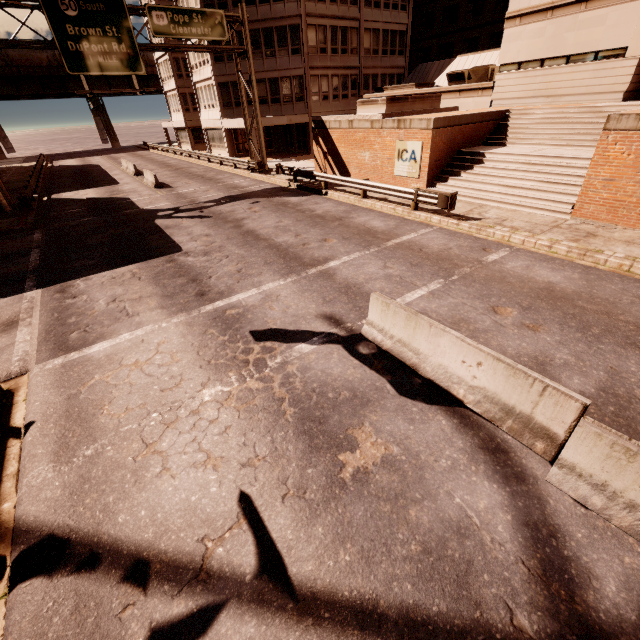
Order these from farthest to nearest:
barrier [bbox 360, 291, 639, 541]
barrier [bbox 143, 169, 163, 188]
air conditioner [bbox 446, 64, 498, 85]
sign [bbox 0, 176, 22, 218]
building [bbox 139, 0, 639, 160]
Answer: Result:
1. barrier [bbox 143, 169, 163, 188]
2. air conditioner [bbox 446, 64, 498, 85]
3. sign [bbox 0, 176, 22, 218]
4. building [bbox 139, 0, 639, 160]
5. barrier [bbox 360, 291, 639, 541]

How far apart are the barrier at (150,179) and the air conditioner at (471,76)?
23.8m

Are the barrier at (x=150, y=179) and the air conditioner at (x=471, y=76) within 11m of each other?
no

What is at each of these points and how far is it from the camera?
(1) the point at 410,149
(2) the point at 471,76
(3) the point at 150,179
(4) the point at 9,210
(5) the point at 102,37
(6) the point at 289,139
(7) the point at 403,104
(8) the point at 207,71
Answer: Answer:
(1) sign, 17.06m
(2) air conditioner, 24.38m
(3) barrier, 25.19m
(4) sign, 18.72m
(5) sign, 18.16m
(6) building, 37.84m
(7) planter, 19.28m
(8) building, 33.59m

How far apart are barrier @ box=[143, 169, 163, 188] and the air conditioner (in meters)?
23.78

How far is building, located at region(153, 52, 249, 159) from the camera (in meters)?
32.75

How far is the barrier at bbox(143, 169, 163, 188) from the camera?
24.1m

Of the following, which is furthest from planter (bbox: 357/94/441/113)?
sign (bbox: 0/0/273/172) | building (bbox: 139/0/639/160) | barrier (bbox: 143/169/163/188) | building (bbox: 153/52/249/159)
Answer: barrier (bbox: 143/169/163/188)
